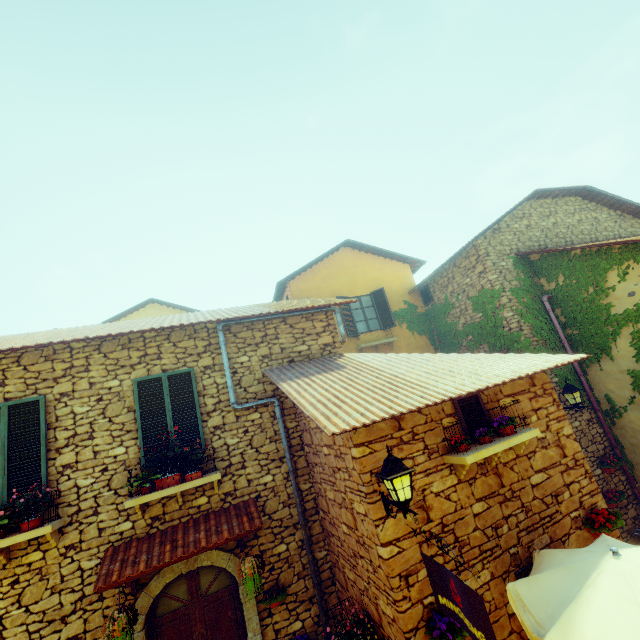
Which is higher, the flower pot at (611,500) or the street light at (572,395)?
the street light at (572,395)

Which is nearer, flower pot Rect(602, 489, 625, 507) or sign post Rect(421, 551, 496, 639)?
sign post Rect(421, 551, 496, 639)

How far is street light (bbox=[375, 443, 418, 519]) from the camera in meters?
→ 3.7

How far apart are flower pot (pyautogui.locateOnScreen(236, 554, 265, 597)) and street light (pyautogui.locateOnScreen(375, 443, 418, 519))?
2.5m

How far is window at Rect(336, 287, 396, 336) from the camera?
12.37m

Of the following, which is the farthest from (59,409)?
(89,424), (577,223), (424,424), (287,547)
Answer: (577,223)

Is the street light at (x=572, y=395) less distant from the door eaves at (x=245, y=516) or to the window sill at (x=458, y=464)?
the window sill at (x=458, y=464)

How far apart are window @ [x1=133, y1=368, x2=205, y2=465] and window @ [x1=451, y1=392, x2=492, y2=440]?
4.6 meters
